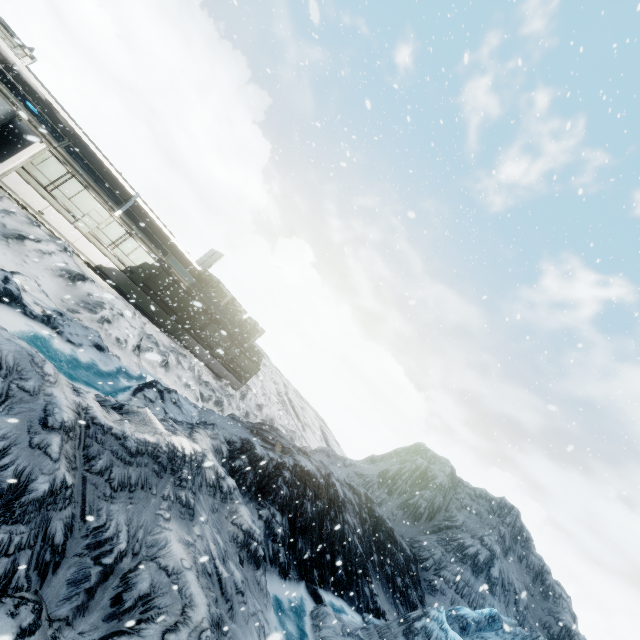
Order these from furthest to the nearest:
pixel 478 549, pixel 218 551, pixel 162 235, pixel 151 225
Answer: pixel 478 549
pixel 162 235
pixel 151 225
pixel 218 551
